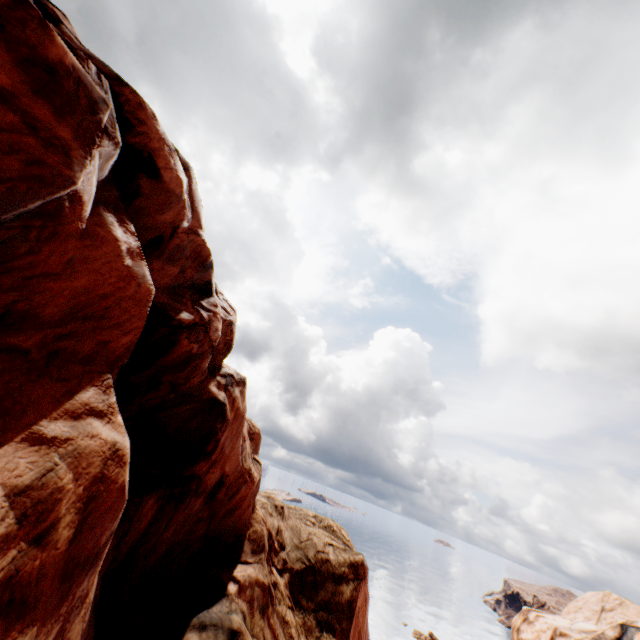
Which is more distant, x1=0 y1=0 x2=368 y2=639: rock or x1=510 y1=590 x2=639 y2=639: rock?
x1=510 y1=590 x2=639 y2=639: rock

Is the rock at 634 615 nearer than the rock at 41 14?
No

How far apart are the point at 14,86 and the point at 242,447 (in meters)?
13.35
